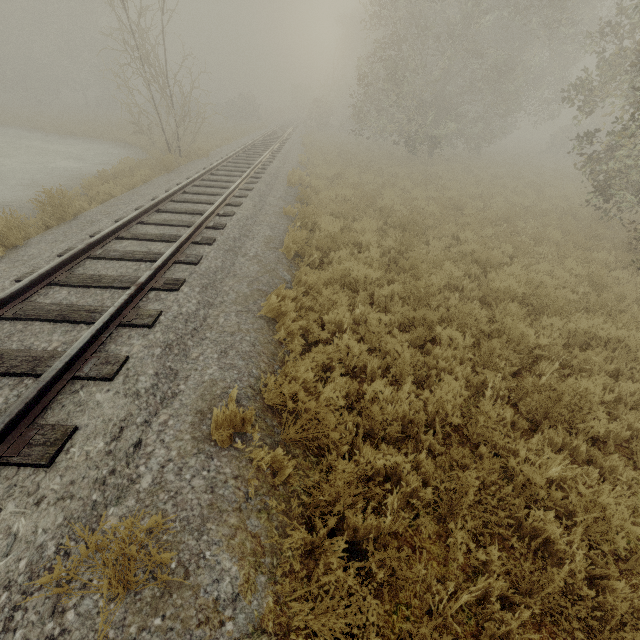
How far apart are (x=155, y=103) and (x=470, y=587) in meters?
18.7

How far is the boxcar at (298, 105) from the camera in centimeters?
5589cm

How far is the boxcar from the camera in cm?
5589
